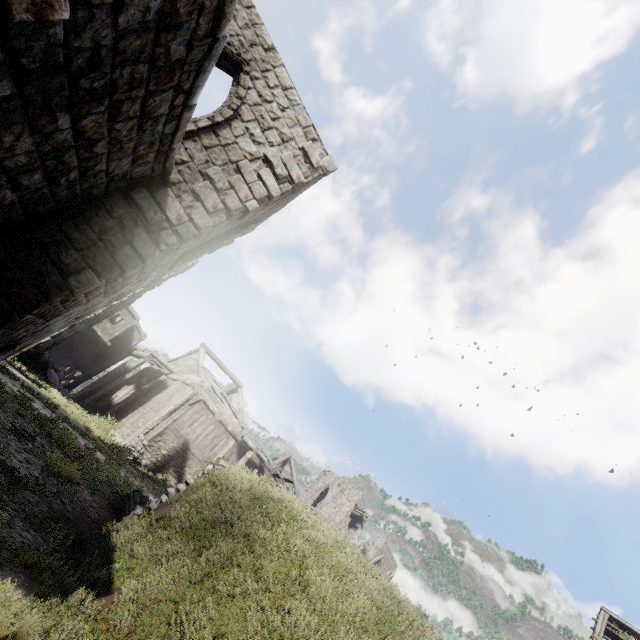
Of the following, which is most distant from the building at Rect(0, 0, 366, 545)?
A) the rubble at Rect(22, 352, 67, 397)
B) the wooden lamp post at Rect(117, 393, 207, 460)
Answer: the wooden lamp post at Rect(117, 393, 207, 460)

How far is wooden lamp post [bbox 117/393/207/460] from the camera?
15.2m

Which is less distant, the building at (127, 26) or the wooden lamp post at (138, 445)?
the building at (127, 26)

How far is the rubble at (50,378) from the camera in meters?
16.9

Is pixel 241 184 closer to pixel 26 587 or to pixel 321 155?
pixel 321 155

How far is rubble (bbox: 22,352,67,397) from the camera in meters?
16.9

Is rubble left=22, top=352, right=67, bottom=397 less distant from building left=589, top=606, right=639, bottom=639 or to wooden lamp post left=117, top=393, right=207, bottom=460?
building left=589, top=606, right=639, bottom=639

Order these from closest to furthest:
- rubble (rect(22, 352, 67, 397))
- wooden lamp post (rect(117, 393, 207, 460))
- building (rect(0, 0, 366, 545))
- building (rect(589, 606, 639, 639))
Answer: building (rect(0, 0, 366, 545)), wooden lamp post (rect(117, 393, 207, 460)), rubble (rect(22, 352, 67, 397)), building (rect(589, 606, 639, 639))
